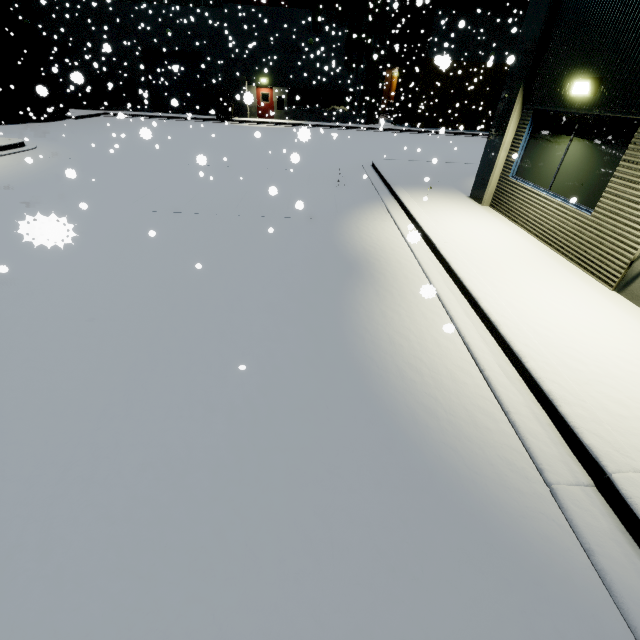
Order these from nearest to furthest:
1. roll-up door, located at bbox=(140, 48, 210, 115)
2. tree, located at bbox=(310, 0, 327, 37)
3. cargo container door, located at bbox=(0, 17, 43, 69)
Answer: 1. cargo container door, located at bbox=(0, 17, 43, 69)
2. tree, located at bbox=(310, 0, 327, 37)
3. roll-up door, located at bbox=(140, 48, 210, 115)

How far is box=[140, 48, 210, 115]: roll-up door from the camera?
26.73m

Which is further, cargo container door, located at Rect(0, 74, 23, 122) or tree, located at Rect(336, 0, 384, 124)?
tree, located at Rect(336, 0, 384, 124)

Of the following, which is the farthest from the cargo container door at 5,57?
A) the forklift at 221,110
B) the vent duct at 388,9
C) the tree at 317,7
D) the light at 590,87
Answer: the light at 590,87

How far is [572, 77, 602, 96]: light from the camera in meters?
5.7

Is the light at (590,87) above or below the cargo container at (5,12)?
below

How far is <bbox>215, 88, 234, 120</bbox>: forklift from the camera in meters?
26.0 m

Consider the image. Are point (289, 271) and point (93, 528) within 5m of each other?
yes
